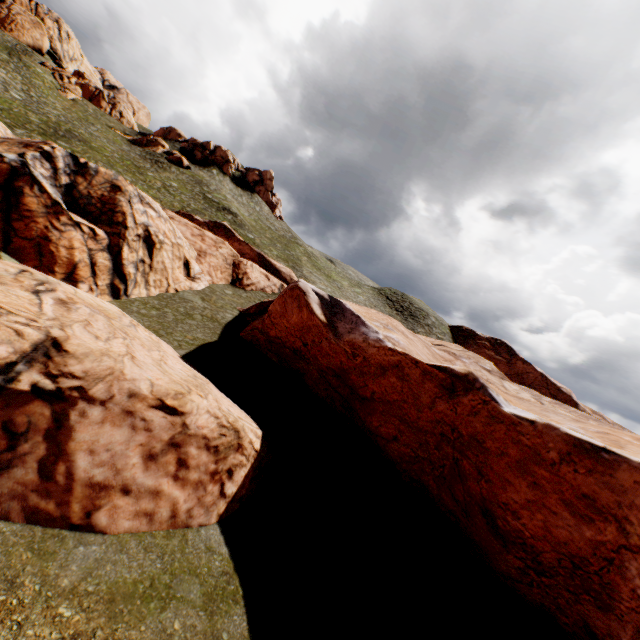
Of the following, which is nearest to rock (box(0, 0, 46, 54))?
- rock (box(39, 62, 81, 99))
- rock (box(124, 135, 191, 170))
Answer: rock (box(39, 62, 81, 99))

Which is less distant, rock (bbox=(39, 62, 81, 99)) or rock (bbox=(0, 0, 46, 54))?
rock (bbox=(39, 62, 81, 99))

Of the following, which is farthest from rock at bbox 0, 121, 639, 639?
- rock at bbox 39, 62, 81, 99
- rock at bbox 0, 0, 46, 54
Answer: rock at bbox 39, 62, 81, 99

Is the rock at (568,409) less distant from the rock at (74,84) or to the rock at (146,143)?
the rock at (146,143)

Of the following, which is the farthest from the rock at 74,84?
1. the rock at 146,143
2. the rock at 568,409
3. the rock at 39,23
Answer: the rock at 568,409

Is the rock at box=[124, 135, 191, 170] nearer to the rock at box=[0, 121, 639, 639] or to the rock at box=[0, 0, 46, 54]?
the rock at box=[0, 0, 46, 54]

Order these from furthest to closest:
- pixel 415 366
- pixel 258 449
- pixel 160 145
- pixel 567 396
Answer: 1. pixel 160 145
2. pixel 567 396
3. pixel 415 366
4. pixel 258 449

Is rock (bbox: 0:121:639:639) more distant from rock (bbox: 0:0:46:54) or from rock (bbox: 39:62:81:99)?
rock (bbox: 39:62:81:99)
